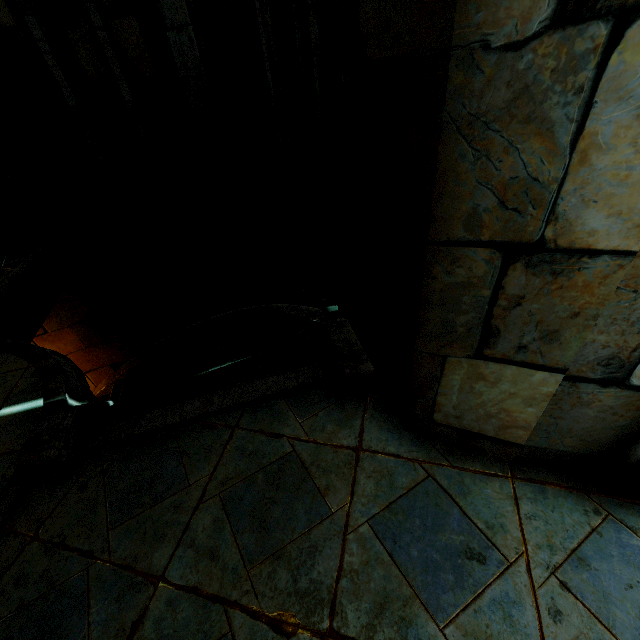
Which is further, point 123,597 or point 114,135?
point 114,135
